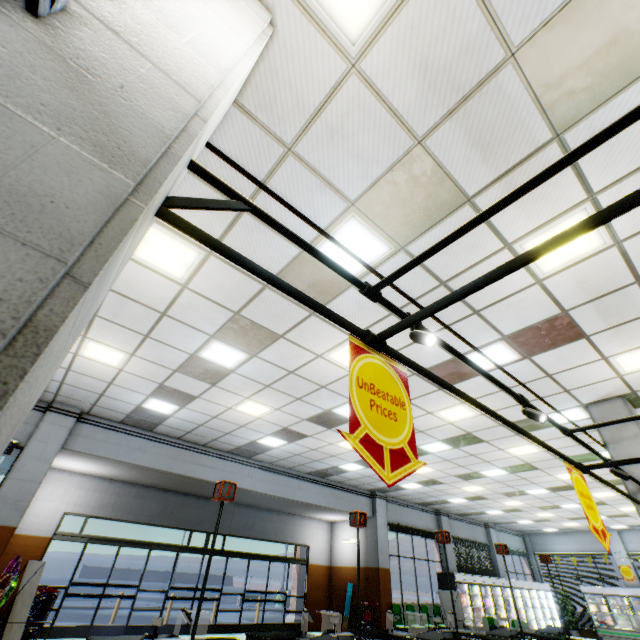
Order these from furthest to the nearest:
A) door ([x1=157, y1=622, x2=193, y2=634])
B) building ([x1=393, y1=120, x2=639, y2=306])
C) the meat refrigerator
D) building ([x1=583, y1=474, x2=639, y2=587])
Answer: the meat refrigerator, building ([x1=583, y1=474, x2=639, y2=587]), door ([x1=157, y1=622, x2=193, y2=634]), building ([x1=393, y1=120, x2=639, y2=306])

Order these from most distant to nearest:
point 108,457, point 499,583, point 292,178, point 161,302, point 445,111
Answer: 1. point 499,583
2. point 108,457
3. point 161,302
4. point 292,178
5. point 445,111

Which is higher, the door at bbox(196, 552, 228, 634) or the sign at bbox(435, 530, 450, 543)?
the sign at bbox(435, 530, 450, 543)

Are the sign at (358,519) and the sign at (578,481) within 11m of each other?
yes

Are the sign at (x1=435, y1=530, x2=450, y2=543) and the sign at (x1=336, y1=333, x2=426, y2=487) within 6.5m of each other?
yes

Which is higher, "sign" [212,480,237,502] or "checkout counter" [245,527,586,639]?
"sign" [212,480,237,502]

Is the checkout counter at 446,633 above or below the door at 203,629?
above

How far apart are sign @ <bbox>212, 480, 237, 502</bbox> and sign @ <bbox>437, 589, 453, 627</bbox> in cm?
1206
